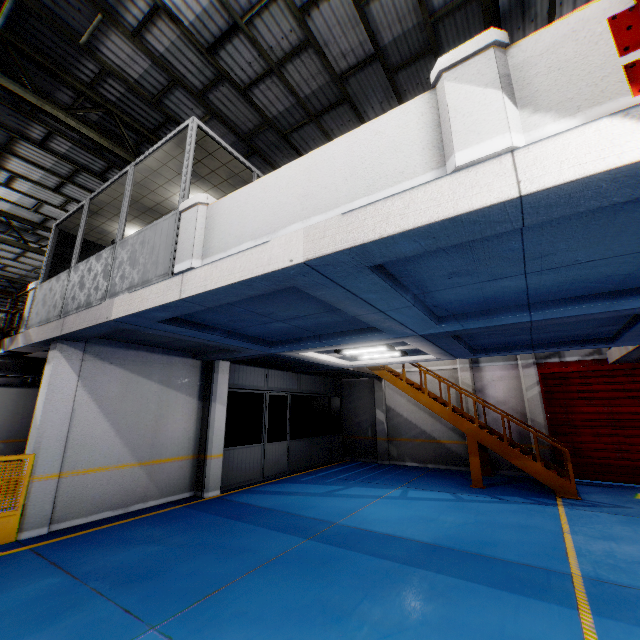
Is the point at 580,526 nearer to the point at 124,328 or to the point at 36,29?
the point at 124,328

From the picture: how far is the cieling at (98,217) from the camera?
7.28m

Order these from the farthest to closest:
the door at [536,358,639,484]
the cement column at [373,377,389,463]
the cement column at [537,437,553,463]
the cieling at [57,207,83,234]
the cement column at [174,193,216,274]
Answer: the cement column at [373,377,389,463], the cement column at [537,437,553,463], the door at [536,358,639,484], the cieling at [57,207,83,234], the cement column at [174,193,216,274]

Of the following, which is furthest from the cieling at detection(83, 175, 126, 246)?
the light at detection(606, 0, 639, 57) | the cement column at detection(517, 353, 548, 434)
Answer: the cement column at detection(517, 353, 548, 434)

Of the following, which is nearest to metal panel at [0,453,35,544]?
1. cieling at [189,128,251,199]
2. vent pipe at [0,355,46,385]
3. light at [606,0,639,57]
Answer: vent pipe at [0,355,46,385]

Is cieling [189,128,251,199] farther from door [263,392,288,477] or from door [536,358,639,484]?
door [536,358,639,484]

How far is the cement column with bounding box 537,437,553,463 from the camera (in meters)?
11.11

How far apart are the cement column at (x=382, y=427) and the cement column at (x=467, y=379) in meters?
3.3
